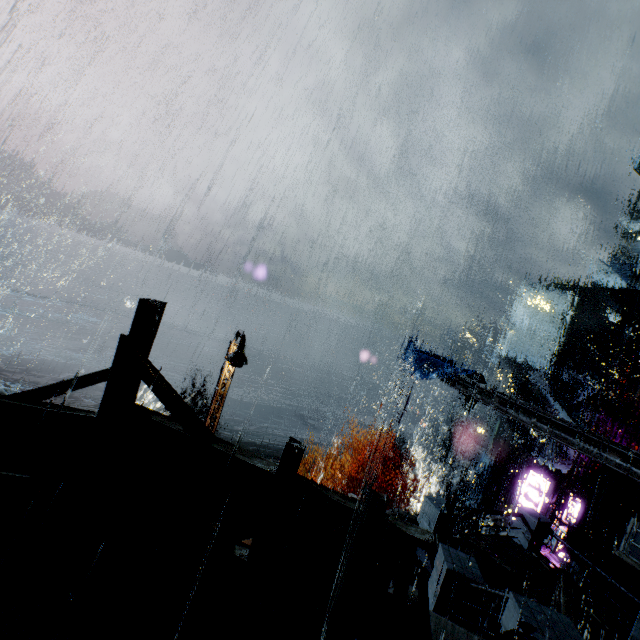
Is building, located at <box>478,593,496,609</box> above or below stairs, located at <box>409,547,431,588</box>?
above

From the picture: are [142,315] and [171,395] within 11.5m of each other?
yes

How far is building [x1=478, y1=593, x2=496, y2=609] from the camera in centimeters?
871cm

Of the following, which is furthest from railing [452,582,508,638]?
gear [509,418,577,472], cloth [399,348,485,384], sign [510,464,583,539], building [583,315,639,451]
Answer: gear [509,418,577,472]

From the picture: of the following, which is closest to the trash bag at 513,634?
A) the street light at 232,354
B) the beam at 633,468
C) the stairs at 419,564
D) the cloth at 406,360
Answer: the stairs at 419,564

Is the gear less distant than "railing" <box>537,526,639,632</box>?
No

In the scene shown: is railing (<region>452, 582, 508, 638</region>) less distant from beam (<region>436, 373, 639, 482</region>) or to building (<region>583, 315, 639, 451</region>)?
building (<region>583, 315, 639, 451</region>)

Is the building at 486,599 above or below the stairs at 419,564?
above
